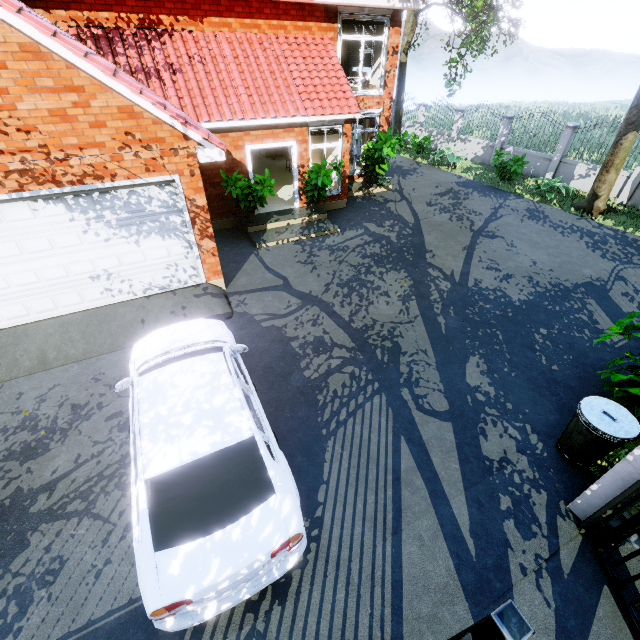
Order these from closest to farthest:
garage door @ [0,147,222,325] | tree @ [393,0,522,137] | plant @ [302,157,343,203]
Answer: garage door @ [0,147,222,325]
tree @ [393,0,522,137]
plant @ [302,157,343,203]

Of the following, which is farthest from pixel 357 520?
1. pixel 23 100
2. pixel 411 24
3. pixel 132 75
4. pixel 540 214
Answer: pixel 411 24

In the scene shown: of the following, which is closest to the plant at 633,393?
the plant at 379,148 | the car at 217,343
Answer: the car at 217,343

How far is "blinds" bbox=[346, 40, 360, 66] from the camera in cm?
1418

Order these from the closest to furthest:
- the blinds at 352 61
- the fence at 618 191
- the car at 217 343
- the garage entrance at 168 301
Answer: the car at 217 343 → the garage entrance at 168 301 → the fence at 618 191 → the blinds at 352 61

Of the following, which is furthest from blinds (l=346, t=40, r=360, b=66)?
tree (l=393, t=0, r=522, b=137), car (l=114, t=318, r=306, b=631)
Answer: car (l=114, t=318, r=306, b=631)

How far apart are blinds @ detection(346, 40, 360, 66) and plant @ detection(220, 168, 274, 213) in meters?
8.3 m

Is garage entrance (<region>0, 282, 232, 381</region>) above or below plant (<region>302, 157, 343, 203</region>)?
below
